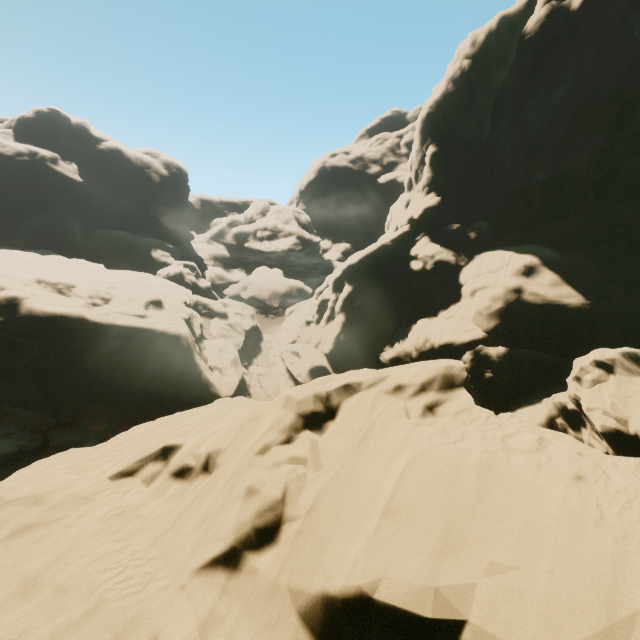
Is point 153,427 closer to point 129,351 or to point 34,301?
point 129,351
